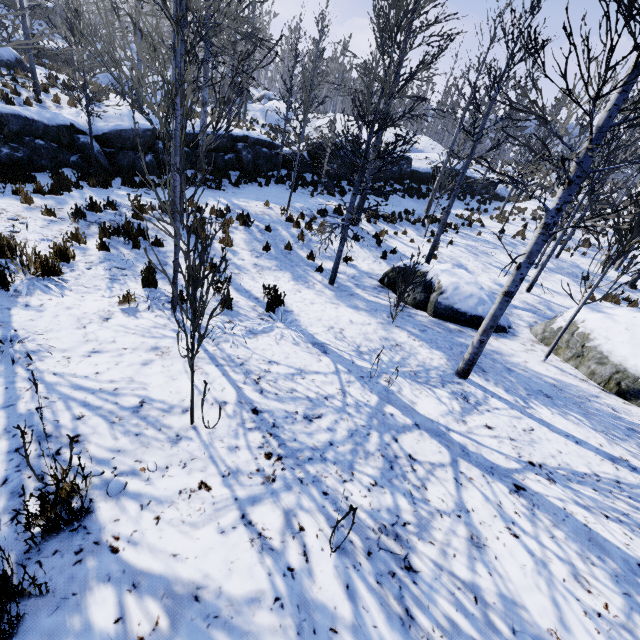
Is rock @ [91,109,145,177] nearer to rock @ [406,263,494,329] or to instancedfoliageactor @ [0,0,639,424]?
instancedfoliageactor @ [0,0,639,424]

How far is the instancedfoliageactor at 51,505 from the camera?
1.7m

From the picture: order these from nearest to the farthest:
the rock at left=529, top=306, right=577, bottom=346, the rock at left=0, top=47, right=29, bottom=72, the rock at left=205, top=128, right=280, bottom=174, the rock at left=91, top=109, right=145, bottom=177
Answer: the rock at left=529, top=306, right=577, bottom=346 < the rock at left=91, top=109, right=145, bottom=177 < the rock at left=0, top=47, right=29, bottom=72 < the rock at left=205, top=128, right=280, bottom=174

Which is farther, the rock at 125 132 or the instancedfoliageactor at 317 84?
the rock at 125 132

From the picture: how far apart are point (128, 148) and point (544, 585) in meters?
15.4 m

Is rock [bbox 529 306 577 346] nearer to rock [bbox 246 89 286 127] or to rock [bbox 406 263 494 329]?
rock [bbox 406 263 494 329]

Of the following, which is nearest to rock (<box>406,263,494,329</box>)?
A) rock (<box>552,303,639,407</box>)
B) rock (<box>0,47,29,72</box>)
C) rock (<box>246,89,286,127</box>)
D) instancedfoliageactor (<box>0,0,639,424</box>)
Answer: rock (<box>552,303,639,407</box>)
